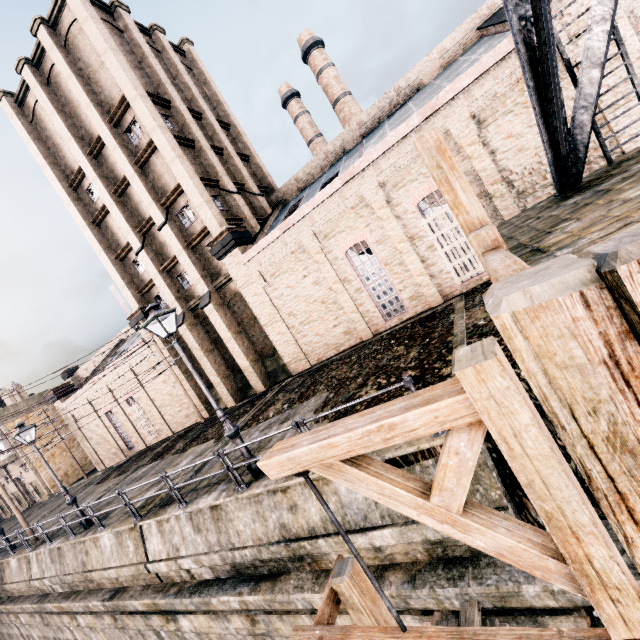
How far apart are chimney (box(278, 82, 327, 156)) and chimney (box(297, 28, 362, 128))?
2.6m

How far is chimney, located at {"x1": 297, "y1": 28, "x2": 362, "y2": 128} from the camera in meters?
38.1 m

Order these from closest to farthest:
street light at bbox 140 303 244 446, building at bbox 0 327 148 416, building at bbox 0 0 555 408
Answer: street light at bbox 140 303 244 446 < building at bbox 0 0 555 408 < building at bbox 0 327 148 416

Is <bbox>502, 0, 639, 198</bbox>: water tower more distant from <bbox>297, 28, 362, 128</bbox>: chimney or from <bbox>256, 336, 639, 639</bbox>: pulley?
<bbox>297, 28, 362, 128</bbox>: chimney

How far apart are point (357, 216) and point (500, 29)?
12.80m

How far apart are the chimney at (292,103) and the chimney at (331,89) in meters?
2.6

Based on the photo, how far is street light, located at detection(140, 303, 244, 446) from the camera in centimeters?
903cm

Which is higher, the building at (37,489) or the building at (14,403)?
the building at (14,403)
